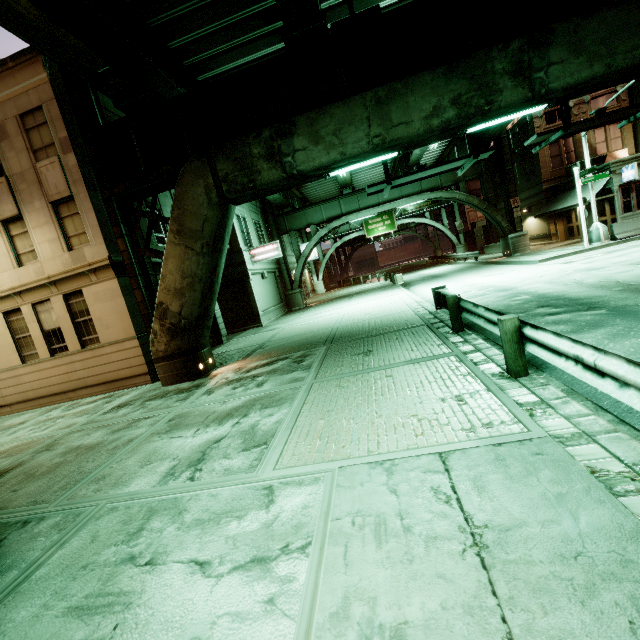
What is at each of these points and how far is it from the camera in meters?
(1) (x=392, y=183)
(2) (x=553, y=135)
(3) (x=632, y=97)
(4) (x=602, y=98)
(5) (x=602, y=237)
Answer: (1) sign, 11.2 m
(2) sign, 10.3 m
(3) building, 25.9 m
(4) building, 26.0 m
(5) street light, 19.5 m

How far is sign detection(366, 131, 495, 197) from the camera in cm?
1012

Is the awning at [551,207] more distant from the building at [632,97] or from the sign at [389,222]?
the sign at [389,222]

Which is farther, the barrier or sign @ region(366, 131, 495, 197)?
the barrier

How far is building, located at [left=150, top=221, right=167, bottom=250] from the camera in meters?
14.3

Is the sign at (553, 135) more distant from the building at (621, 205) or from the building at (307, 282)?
the building at (307, 282)

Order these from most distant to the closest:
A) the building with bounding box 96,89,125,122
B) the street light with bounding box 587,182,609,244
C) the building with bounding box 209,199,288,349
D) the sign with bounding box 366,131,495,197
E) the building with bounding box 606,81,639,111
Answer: the building with bounding box 606,81,639,111, the building with bounding box 209,199,288,349, the street light with bounding box 587,182,609,244, the building with bounding box 96,89,125,122, the sign with bounding box 366,131,495,197
